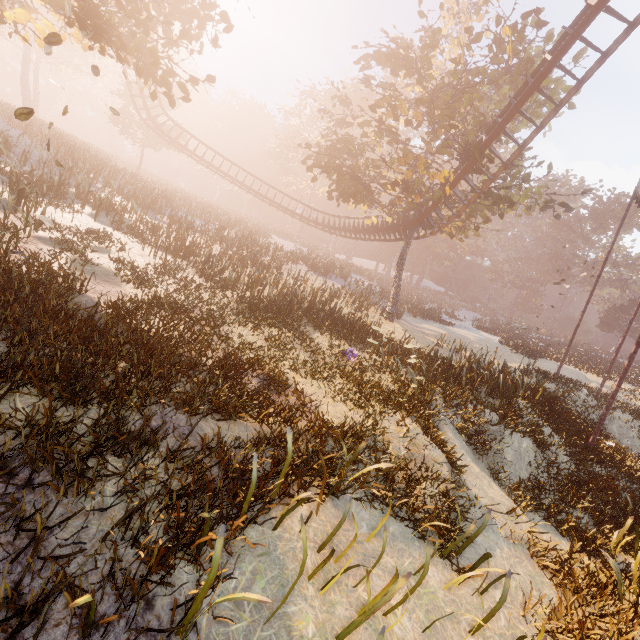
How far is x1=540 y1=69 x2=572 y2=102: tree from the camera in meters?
16.9

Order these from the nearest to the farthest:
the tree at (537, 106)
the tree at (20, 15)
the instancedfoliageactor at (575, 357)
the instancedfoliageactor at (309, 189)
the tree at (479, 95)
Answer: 1. the tree at (20, 15)
2. the tree at (479, 95)
3. the tree at (537, 106)
4. the instancedfoliageactor at (575, 357)
5. the instancedfoliageactor at (309, 189)

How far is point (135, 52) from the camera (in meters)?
9.42

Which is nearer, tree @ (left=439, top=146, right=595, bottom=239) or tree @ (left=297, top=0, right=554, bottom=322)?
tree @ (left=297, top=0, right=554, bottom=322)

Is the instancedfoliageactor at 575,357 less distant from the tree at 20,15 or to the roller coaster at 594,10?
the roller coaster at 594,10

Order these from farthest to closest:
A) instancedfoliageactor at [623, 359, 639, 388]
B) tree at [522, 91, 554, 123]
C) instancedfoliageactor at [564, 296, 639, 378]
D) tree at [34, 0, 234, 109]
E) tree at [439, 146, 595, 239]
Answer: instancedfoliageactor at [564, 296, 639, 378]
instancedfoliageactor at [623, 359, 639, 388]
tree at [522, 91, 554, 123]
tree at [439, 146, 595, 239]
tree at [34, 0, 234, 109]

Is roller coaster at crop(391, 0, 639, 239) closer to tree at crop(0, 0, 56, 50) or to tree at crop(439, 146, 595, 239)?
tree at crop(439, 146, 595, 239)
